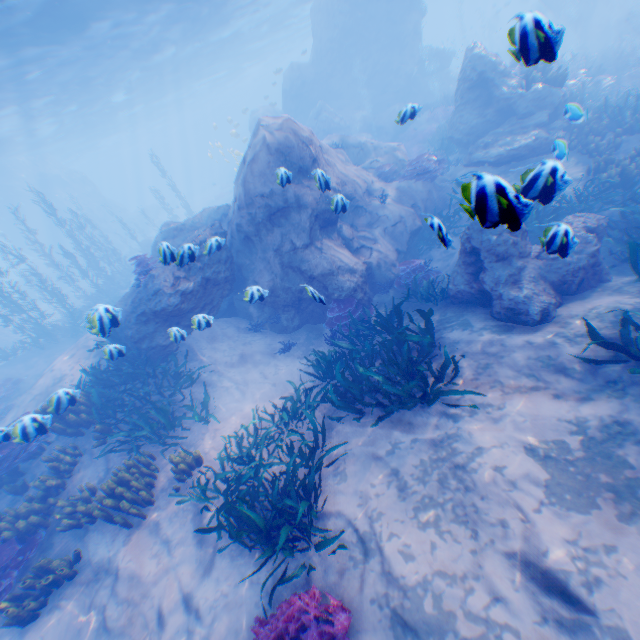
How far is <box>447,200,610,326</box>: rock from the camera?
4.2 meters

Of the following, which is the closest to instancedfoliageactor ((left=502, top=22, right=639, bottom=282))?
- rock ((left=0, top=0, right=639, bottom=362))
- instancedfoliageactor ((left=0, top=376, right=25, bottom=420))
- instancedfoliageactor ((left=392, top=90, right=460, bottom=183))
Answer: rock ((left=0, top=0, right=639, bottom=362))

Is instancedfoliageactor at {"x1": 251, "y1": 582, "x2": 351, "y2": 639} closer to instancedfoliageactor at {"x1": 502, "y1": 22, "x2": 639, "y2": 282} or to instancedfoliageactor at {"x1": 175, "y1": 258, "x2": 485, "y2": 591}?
instancedfoliageactor at {"x1": 502, "y1": 22, "x2": 639, "y2": 282}

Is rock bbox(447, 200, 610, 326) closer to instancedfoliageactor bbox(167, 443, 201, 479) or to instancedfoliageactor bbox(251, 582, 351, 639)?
instancedfoliageactor bbox(251, 582, 351, 639)

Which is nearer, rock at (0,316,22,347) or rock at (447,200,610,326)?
rock at (447,200,610,326)

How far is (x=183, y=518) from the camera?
6.7m

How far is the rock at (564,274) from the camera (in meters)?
4.23

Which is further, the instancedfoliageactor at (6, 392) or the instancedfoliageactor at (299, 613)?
the instancedfoliageactor at (6, 392)
